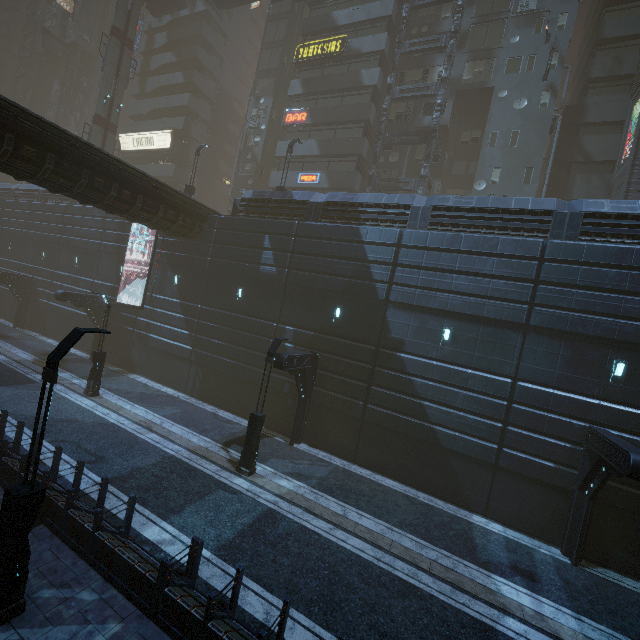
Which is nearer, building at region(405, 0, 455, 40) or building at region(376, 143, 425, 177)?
building at region(405, 0, 455, 40)

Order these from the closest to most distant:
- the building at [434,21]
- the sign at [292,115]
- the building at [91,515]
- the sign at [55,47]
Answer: the building at [91,515] < the building at [434,21] < the sign at [292,115] < the sign at [55,47]

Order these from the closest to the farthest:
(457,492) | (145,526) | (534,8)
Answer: (145,526), (457,492), (534,8)

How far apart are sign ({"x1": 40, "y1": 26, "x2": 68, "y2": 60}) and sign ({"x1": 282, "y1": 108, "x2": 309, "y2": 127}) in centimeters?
4969cm

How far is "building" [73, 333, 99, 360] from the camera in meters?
24.2 m

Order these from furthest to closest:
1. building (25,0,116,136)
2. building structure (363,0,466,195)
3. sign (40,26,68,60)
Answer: building (25,0,116,136), sign (40,26,68,60), building structure (363,0,466,195)

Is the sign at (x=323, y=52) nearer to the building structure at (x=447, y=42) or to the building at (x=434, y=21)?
the building at (x=434, y=21)

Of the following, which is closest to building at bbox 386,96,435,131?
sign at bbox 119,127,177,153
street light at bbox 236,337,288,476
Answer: sign at bbox 119,127,177,153
